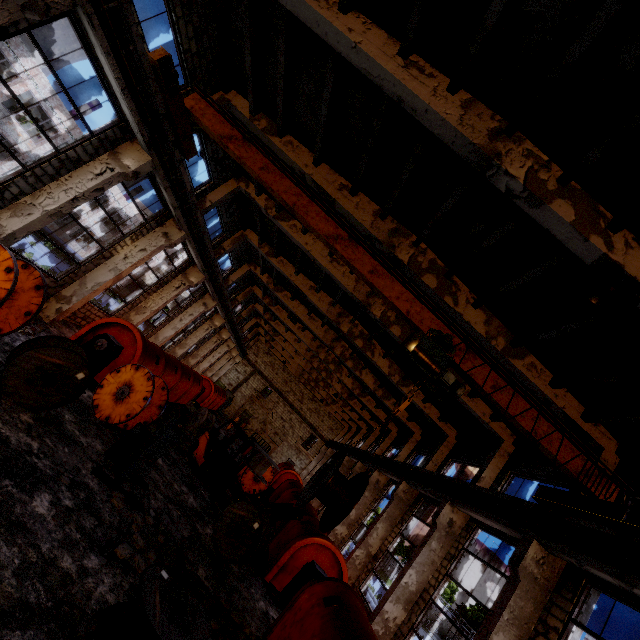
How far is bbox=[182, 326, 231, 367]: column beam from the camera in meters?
30.4 m

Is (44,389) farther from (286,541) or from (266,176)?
(286,541)

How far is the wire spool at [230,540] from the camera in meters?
9.1

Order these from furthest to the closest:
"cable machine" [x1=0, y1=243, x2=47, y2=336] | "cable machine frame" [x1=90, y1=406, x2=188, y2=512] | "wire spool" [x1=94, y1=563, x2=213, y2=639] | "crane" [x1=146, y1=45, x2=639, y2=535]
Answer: "crane" [x1=146, y1=45, x2=639, y2=535], "cable machine frame" [x1=90, y1=406, x2=188, y2=512], "cable machine" [x1=0, y1=243, x2=47, y2=336], "wire spool" [x1=94, y1=563, x2=213, y2=639]

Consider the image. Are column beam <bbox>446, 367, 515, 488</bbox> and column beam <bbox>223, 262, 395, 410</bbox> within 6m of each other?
no

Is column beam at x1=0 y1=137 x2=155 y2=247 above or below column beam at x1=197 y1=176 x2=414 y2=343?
below

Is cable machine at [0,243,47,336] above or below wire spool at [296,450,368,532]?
below

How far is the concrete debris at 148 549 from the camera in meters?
6.2
